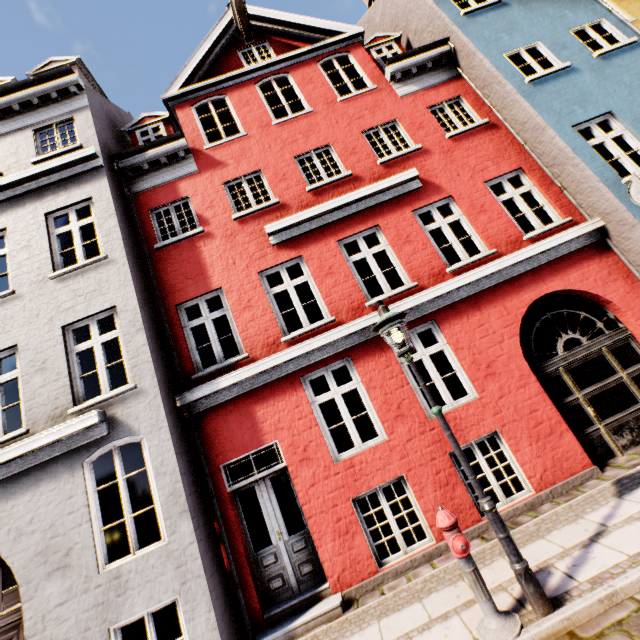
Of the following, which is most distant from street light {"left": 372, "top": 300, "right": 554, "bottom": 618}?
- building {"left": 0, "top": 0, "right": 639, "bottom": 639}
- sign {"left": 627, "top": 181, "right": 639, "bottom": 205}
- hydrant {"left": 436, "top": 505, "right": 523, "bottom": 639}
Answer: sign {"left": 627, "top": 181, "right": 639, "bottom": 205}

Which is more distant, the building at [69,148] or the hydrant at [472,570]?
the building at [69,148]

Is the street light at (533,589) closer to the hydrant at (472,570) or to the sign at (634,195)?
the hydrant at (472,570)

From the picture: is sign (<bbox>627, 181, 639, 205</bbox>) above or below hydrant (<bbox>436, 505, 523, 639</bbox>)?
above

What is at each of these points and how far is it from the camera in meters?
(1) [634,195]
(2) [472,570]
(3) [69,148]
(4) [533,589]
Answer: (1) sign, 5.2
(2) hydrant, 3.5
(3) building, 7.9
(4) street light, 3.4

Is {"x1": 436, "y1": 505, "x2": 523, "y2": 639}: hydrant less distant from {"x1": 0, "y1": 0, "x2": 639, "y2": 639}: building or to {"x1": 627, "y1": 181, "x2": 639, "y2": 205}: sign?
{"x1": 0, "y1": 0, "x2": 639, "y2": 639}: building
